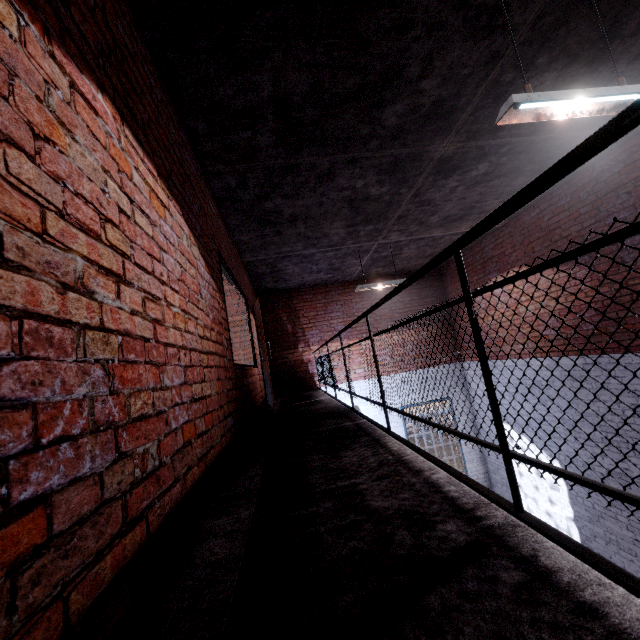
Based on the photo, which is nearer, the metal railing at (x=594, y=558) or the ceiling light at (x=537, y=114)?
the metal railing at (x=594, y=558)

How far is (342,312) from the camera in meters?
9.7 m

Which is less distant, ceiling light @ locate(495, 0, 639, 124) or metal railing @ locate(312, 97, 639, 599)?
metal railing @ locate(312, 97, 639, 599)

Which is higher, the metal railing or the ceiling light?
the ceiling light

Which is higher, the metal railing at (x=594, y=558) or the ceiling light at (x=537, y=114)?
the ceiling light at (x=537, y=114)
